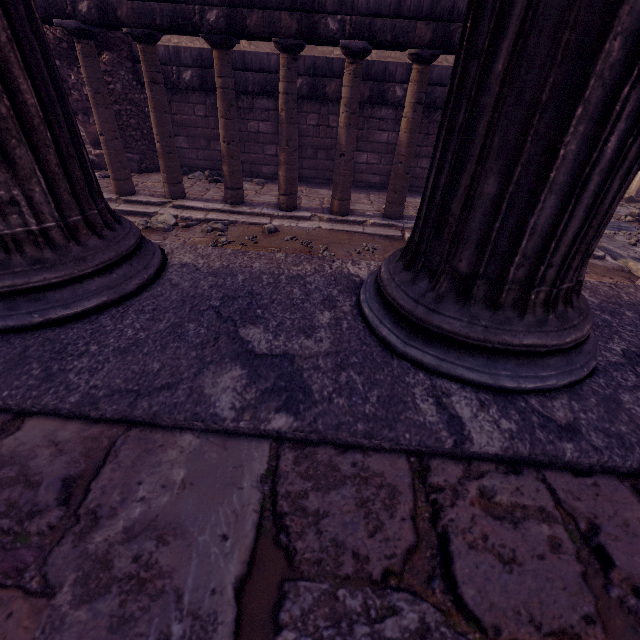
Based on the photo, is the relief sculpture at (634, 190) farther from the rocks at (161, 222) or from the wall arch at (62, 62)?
the rocks at (161, 222)

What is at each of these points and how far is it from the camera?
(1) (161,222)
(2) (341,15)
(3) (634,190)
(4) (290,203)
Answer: (1) rocks, 5.6 meters
(2) entablature, 4.5 meters
(3) relief sculpture, 11.1 meters
(4) column, 6.2 meters

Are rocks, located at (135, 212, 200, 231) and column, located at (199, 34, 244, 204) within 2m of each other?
yes

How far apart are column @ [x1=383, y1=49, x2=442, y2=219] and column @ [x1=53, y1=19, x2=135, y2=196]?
4.9 meters

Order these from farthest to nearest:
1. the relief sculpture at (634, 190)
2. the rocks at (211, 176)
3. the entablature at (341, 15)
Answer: the relief sculpture at (634, 190), the rocks at (211, 176), the entablature at (341, 15)

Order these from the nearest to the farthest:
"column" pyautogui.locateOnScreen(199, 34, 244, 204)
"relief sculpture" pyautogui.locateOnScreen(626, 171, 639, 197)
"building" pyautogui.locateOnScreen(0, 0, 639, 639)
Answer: "building" pyautogui.locateOnScreen(0, 0, 639, 639)
"column" pyautogui.locateOnScreen(199, 34, 244, 204)
"relief sculpture" pyautogui.locateOnScreen(626, 171, 639, 197)

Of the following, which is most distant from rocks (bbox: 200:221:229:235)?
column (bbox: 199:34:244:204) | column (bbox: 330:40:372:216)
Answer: column (bbox: 330:40:372:216)

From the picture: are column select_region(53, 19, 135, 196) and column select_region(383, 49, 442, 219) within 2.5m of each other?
no
